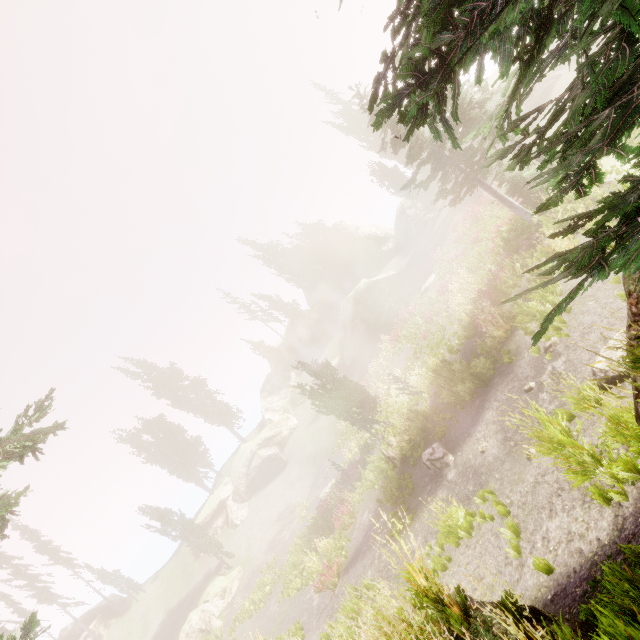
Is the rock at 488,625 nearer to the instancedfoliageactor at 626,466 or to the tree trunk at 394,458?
the instancedfoliageactor at 626,466

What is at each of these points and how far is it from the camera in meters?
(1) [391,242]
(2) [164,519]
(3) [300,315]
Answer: (1) rock, 55.3
(2) instancedfoliageactor, 31.7
(3) instancedfoliageactor, 53.8

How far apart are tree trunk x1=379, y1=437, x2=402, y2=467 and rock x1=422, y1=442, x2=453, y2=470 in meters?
2.6

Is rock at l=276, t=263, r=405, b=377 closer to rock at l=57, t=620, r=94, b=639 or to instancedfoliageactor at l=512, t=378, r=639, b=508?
instancedfoliageactor at l=512, t=378, r=639, b=508

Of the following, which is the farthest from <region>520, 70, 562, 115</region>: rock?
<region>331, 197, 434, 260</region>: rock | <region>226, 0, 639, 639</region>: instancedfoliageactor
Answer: <region>331, 197, 434, 260</region>: rock

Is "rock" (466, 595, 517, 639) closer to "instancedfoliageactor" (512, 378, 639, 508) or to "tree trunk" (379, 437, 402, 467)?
"instancedfoliageactor" (512, 378, 639, 508)

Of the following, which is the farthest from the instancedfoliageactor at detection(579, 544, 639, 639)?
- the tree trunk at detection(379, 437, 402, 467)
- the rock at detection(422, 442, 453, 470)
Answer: the tree trunk at detection(379, 437, 402, 467)

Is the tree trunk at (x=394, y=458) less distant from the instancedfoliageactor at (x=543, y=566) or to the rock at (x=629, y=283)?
the instancedfoliageactor at (x=543, y=566)
